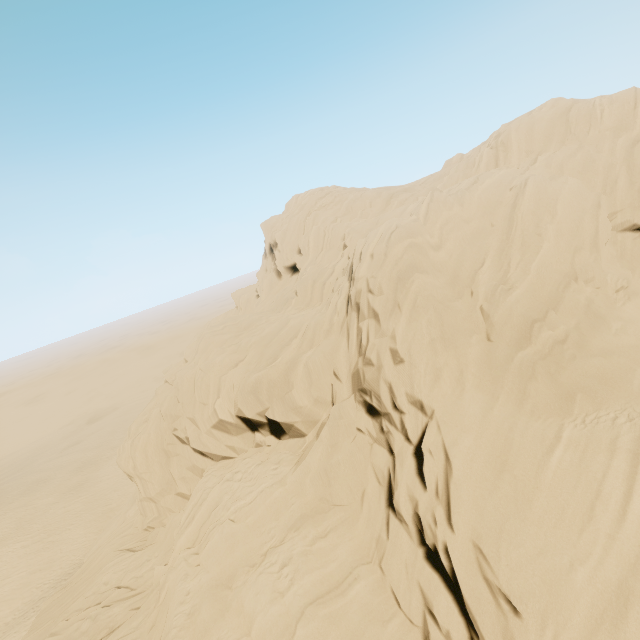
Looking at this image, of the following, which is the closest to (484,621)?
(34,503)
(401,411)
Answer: (401,411)
